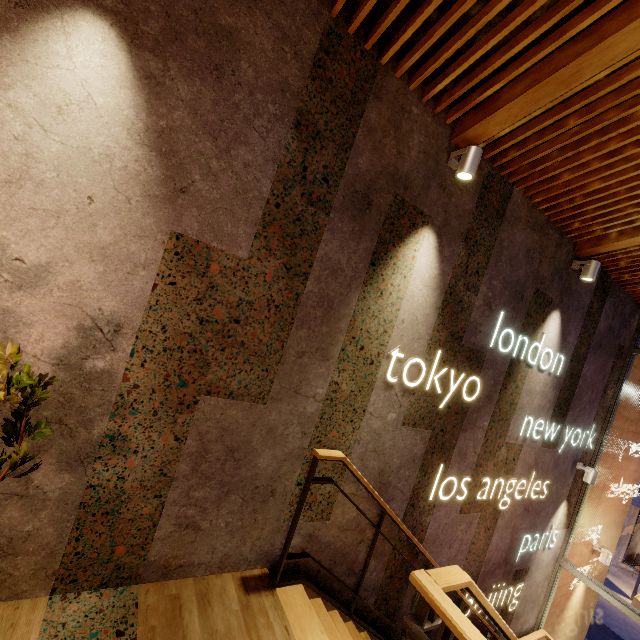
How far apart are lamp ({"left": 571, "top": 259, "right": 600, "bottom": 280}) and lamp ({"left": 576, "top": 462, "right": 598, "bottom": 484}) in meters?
3.3 m

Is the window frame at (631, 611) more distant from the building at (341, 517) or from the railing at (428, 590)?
the railing at (428, 590)

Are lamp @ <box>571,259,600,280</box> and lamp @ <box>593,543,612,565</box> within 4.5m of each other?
no

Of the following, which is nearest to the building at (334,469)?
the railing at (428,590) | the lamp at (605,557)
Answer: A: the railing at (428,590)

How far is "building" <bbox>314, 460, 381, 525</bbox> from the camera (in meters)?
2.87

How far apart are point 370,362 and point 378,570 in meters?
2.4

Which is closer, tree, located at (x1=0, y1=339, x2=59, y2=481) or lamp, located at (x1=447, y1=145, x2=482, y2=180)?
tree, located at (x1=0, y1=339, x2=59, y2=481)

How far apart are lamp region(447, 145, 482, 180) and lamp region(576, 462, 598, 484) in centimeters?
543cm
